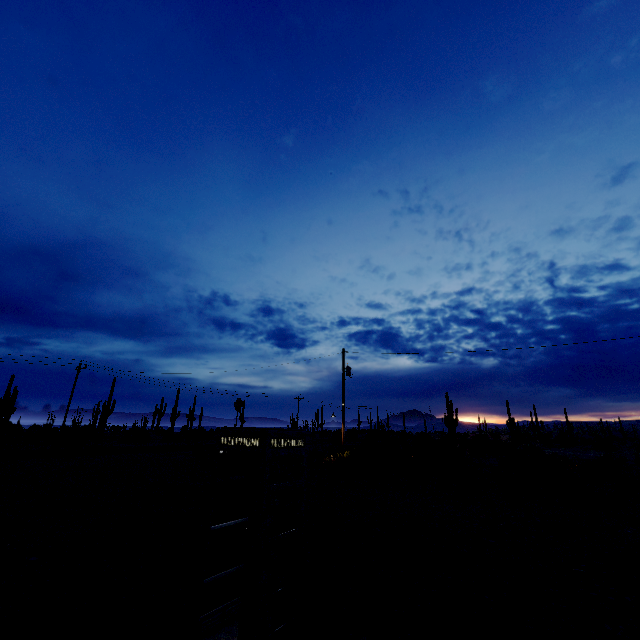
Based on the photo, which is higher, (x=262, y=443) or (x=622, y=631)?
(x=262, y=443)
